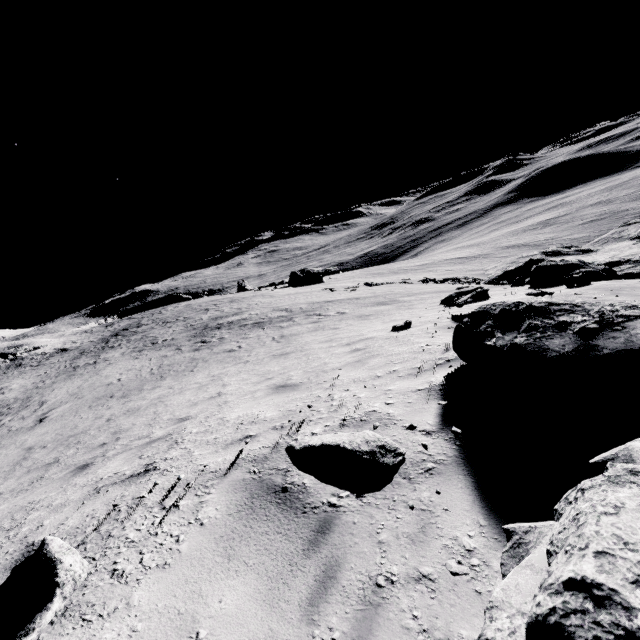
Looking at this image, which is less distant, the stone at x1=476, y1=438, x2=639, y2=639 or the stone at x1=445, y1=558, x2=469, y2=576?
the stone at x1=476, y1=438, x2=639, y2=639

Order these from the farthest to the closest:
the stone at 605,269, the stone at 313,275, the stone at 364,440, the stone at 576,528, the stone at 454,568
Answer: the stone at 313,275, the stone at 605,269, the stone at 364,440, the stone at 454,568, the stone at 576,528

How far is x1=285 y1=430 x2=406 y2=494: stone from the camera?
1.7 meters

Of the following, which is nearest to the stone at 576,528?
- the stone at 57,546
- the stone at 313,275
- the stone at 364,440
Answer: the stone at 364,440

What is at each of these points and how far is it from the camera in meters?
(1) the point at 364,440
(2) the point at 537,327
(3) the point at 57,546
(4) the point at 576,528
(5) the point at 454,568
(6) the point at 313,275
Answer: (1) stone, 1.9 m
(2) stone, 2.8 m
(3) stone, 2.1 m
(4) stone, 0.9 m
(5) stone, 1.1 m
(6) stone, 50.5 m

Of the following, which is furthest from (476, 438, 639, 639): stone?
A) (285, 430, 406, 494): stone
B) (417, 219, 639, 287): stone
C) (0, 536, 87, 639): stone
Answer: (417, 219, 639, 287): stone

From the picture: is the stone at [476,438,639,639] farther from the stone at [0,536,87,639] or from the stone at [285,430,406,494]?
the stone at [0,536,87,639]

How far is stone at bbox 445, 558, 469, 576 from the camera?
1.1m
